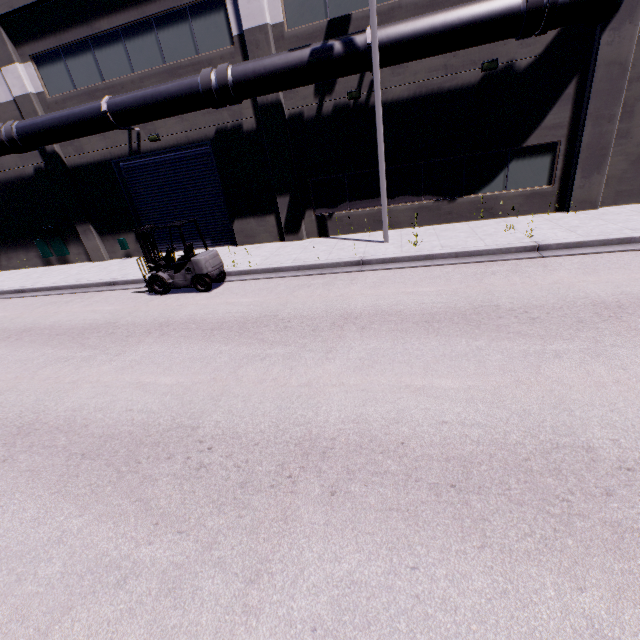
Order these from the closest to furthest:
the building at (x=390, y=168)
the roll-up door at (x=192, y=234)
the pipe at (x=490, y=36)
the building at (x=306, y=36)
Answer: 1. the pipe at (x=490, y=36)
2. the building at (x=390, y=168)
3. the building at (x=306, y=36)
4. the roll-up door at (x=192, y=234)

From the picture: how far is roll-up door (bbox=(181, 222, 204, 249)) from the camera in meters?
15.6

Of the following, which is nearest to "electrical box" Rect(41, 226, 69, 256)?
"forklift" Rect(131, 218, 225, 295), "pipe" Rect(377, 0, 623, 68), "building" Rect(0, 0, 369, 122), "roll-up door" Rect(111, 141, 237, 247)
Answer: "building" Rect(0, 0, 369, 122)

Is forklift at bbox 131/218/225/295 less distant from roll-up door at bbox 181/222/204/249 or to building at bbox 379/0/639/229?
roll-up door at bbox 181/222/204/249

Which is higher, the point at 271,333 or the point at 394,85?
the point at 394,85

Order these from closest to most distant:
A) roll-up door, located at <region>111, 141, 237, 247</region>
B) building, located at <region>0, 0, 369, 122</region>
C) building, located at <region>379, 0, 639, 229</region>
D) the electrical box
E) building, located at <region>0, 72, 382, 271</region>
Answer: building, located at <region>379, 0, 639, 229</region>, building, located at <region>0, 0, 369, 122</region>, building, located at <region>0, 72, 382, 271</region>, roll-up door, located at <region>111, 141, 237, 247</region>, the electrical box

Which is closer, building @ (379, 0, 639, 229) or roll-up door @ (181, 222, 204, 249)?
building @ (379, 0, 639, 229)

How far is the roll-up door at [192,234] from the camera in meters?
15.6
